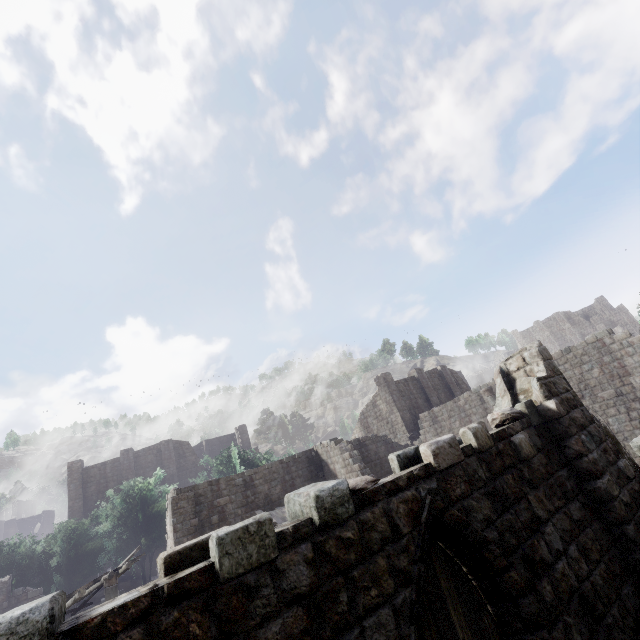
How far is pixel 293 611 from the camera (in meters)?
2.83
